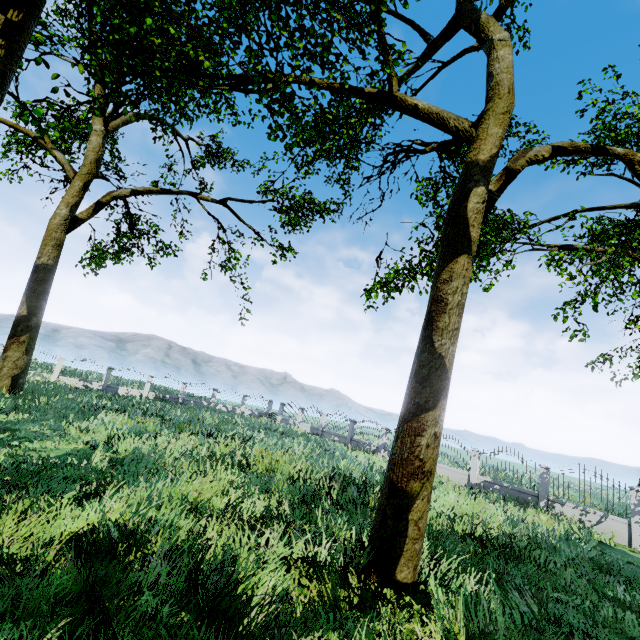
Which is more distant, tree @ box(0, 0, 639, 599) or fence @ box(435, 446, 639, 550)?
fence @ box(435, 446, 639, 550)

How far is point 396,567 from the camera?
5.37m

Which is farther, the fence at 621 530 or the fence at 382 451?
the fence at 382 451

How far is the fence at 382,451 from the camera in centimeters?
2264cm

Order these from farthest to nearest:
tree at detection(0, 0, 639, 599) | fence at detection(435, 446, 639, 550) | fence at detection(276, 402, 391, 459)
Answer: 1. fence at detection(276, 402, 391, 459)
2. fence at detection(435, 446, 639, 550)
3. tree at detection(0, 0, 639, 599)

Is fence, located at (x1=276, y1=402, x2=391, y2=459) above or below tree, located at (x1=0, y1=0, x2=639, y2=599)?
below

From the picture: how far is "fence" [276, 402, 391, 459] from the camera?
22.6m
